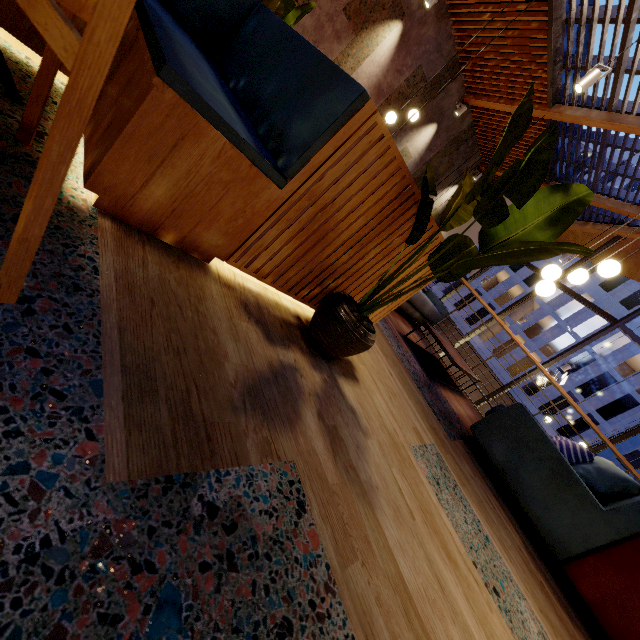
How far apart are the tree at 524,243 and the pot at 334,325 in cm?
3

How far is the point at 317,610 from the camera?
0.7 meters

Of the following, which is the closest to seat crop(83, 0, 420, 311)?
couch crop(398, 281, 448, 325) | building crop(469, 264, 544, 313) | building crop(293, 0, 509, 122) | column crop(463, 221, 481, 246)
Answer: building crop(293, 0, 509, 122)

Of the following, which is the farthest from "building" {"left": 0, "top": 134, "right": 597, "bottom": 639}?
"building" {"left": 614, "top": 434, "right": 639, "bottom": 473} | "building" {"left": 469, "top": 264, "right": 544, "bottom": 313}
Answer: "building" {"left": 614, "top": 434, "right": 639, "bottom": 473}

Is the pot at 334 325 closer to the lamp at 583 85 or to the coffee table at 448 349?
the coffee table at 448 349

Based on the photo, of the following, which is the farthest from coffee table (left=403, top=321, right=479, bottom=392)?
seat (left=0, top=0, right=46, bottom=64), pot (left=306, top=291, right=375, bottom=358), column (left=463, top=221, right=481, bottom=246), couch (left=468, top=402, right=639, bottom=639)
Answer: column (left=463, top=221, right=481, bottom=246)

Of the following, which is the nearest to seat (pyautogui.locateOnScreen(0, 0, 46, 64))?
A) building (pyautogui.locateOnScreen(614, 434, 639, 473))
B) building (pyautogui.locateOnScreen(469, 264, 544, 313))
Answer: building (pyautogui.locateOnScreen(469, 264, 544, 313))

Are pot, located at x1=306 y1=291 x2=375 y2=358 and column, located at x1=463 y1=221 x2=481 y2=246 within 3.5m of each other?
no
